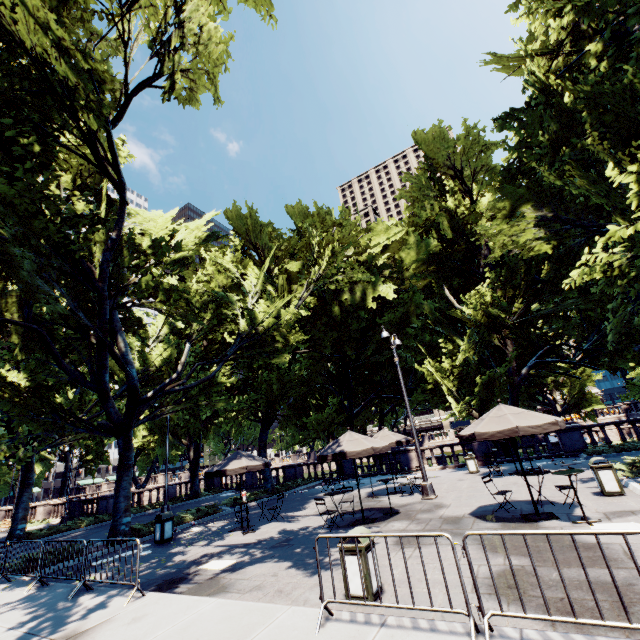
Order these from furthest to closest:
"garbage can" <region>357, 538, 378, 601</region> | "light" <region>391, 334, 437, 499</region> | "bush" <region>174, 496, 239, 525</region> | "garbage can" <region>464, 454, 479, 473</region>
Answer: "garbage can" <region>464, 454, 479, 473</region>
"bush" <region>174, 496, 239, 525</region>
"light" <region>391, 334, 437, 499</region>
"garbage can" <region>357, 538, 378, 601</region>

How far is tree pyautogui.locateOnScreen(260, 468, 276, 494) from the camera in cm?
2200

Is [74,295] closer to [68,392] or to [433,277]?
[433,277]

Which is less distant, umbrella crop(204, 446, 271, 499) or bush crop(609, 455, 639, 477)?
bush crop(609, 455, 639, 477)

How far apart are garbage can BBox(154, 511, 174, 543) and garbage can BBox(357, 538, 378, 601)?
10.18m

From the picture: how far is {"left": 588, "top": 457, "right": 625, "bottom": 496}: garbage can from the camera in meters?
9.5 m

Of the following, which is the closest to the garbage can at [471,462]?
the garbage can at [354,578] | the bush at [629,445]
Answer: the bush at [629,445]

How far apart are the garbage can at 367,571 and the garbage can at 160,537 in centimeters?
1018cm
